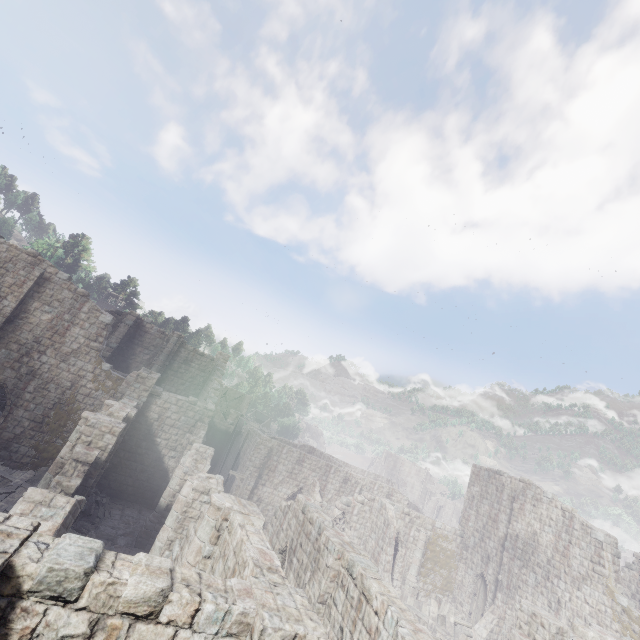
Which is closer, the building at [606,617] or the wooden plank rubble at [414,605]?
the building at [606,617]

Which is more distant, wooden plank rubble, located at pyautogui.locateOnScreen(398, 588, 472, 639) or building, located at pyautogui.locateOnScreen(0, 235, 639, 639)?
wooden plank rubble, located at pyautogui.locateOnScreen(398, 588, 472, 639)

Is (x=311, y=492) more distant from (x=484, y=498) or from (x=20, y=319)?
(x=20, y=319)
